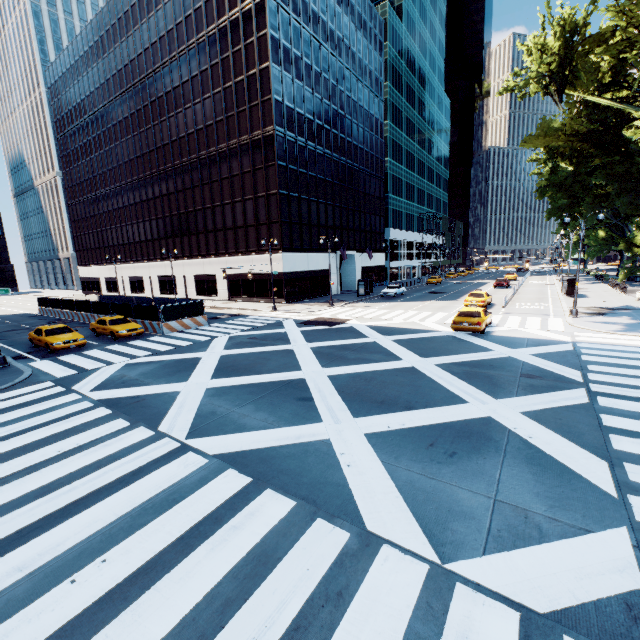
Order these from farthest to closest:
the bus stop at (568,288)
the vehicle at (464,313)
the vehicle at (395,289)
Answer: the vehicle at (395,289) → the bus stop at (568,288) → the vehicle at (464,313)

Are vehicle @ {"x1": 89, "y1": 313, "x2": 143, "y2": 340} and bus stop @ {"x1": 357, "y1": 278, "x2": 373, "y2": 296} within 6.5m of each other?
no

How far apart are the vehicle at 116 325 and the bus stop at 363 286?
26.7m

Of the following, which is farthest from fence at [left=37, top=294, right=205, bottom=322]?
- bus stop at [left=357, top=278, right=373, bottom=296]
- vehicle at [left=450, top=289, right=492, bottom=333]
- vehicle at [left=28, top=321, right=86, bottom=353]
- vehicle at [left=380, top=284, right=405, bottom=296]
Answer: vehicle at [left=380, top=284, right=405, bottom=296]

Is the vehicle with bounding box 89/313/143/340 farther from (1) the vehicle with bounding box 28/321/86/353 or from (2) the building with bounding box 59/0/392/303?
(2) the building with bounding box 59/0/392/303

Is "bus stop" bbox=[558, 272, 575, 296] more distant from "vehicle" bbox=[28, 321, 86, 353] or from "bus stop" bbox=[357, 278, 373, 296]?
"vehicle" bbox=[28, 321, 86, 353]

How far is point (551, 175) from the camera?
23.17m

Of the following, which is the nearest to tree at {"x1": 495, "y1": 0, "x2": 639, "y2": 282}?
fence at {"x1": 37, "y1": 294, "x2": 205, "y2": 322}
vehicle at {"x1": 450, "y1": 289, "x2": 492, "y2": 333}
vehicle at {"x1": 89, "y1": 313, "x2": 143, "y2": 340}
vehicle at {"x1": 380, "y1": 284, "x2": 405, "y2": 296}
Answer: vehicle at {"x1": 450, "y1": 289, "x2": 492, "y2": 333}
